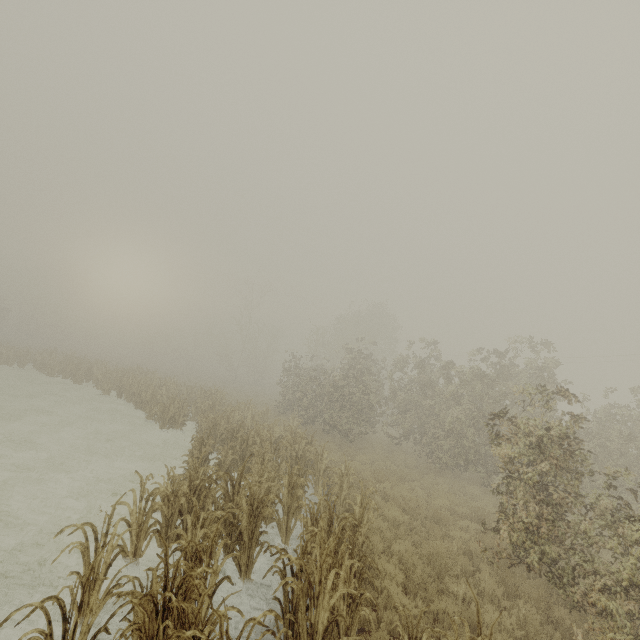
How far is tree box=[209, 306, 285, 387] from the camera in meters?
43.4

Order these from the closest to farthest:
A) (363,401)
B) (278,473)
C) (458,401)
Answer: (278,473) → (458,401) → (363,401)

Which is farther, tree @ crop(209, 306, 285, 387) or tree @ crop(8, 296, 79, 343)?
tree @ crop(8, 296, 79, 343)

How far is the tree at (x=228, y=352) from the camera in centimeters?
4344cm

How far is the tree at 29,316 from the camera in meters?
53.7 m

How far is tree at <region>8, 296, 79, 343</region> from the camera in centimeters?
5372cm
